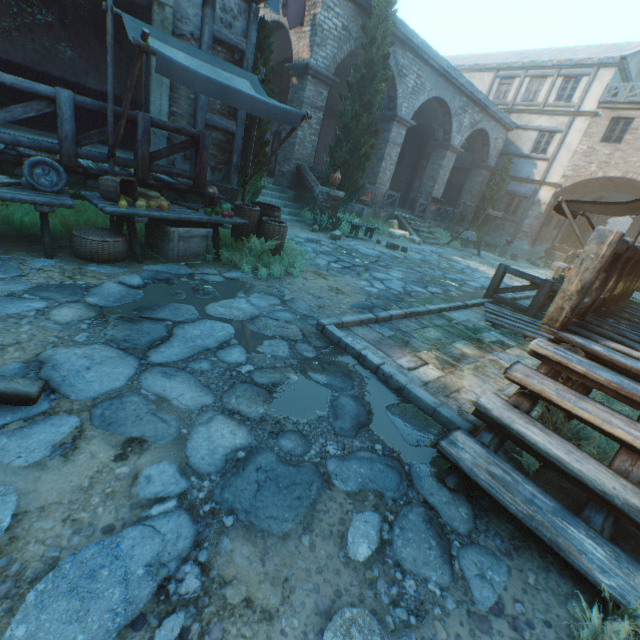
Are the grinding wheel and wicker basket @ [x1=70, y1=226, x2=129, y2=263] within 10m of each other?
no

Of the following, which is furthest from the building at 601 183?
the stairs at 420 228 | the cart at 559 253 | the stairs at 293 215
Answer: the cart at 559 253

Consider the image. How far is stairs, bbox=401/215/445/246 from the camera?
16.2 meters

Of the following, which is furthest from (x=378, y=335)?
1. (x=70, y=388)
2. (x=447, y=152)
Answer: (x=447, y=152)

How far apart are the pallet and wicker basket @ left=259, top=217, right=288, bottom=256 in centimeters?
413cm

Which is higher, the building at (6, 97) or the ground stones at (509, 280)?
the building at (6, 97)

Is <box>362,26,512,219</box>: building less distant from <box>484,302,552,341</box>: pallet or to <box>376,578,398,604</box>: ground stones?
<box>376,578,398,604</box>: ground stones

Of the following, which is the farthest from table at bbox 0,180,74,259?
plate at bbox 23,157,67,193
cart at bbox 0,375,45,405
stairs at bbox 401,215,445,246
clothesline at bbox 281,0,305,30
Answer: stairs at bbox 401,215,445,246
